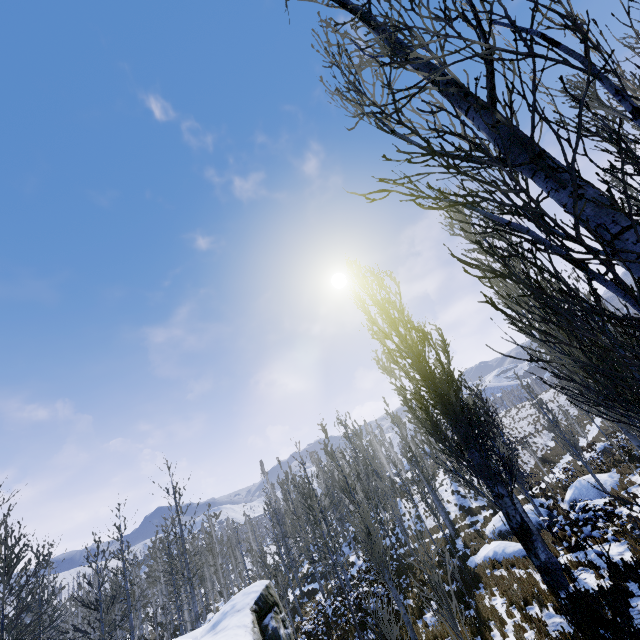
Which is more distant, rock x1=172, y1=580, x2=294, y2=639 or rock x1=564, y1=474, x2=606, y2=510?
rock x1=564, y1=474, x2=606, y2=510

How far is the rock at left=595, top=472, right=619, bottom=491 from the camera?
17.5m

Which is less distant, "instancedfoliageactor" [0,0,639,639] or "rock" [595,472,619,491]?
"instancedfoliageactor" [0,0,639,639]

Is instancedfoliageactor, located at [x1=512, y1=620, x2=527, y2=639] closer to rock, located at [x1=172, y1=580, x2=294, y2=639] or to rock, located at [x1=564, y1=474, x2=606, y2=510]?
rock, located at [x1=172, y1=580, x2=294, y2=639]

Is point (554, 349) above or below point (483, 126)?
below

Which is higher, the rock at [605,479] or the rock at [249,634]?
the rock at [249,634]

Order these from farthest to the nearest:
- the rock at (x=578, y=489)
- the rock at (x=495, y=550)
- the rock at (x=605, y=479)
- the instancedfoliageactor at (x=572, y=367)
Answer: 1. the rock at (x=605, y=479)
2. the rock at (x=578, y=489)
3. the rock at (x=495, y=550)
4. the instancedfoliageactor at (x=572, y=367)

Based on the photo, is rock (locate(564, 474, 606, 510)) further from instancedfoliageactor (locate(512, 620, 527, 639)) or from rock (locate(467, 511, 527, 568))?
rock (locate(467, 511, 527, 568))
